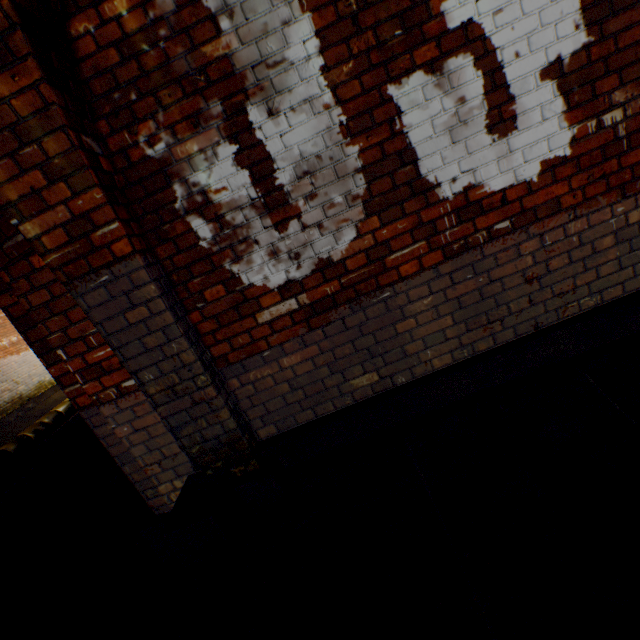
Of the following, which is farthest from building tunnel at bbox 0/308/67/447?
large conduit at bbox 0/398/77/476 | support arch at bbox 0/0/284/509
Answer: support arch at bbox 0/0/284/509

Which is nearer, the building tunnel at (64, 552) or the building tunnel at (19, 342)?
the building tunnel at (64, 552)

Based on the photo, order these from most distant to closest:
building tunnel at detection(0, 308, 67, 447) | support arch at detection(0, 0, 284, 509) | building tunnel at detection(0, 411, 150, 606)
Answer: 1. building tunnel at detection(0, 308, 67, 447)
2. building tunnel at detection(0, 411, 150, 606)
3. support arch at detection(0, 0, 284, 509)

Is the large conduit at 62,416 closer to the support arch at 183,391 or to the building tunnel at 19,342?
the building tunnel at 19,342

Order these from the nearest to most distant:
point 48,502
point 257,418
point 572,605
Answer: point 572,605, point 257,418, point 48,502

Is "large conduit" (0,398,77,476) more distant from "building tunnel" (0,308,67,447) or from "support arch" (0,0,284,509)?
"support arch" (0,0,284,509)
